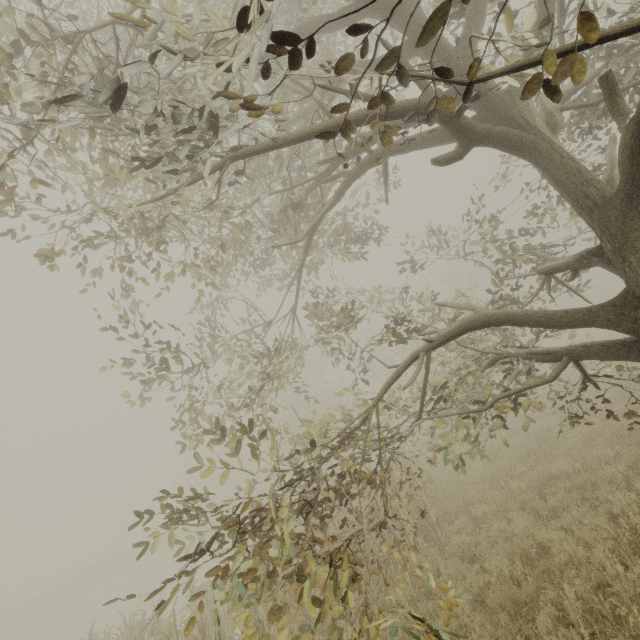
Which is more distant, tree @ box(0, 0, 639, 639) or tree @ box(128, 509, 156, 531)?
tree @ box(128, 509, 156, 531)

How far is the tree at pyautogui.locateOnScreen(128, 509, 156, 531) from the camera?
3.8 meters

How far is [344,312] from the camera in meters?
6.0 m

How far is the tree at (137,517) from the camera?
3.8 meters

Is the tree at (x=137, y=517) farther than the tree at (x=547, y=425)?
Yes
